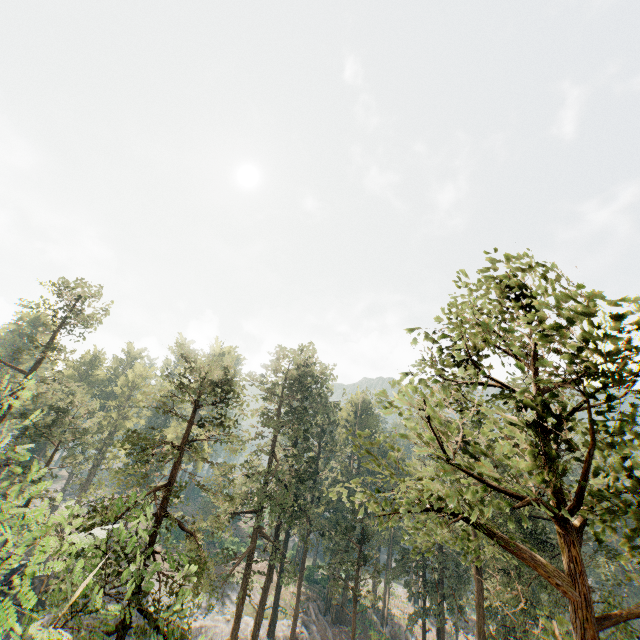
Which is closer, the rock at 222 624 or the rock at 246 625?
the rock at 222 624

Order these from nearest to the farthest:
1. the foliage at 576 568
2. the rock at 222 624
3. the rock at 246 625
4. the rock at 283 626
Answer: the foliage at 576 568, the rock at 222 624, the rock at 246 625, the rock at 283 626

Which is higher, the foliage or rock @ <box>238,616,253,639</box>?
the foliage

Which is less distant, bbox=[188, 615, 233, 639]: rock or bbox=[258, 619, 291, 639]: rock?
bbox=[188, 615, 233, 639]: rock

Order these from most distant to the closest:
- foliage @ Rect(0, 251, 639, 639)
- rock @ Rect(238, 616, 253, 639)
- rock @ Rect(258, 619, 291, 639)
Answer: rock @ Rect(258, 619, 291, 639) < rock @ Rect(238, 616, 253, 639) < foliage @ Rect(0, 251, 639, 639)

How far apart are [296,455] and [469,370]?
30.8m
